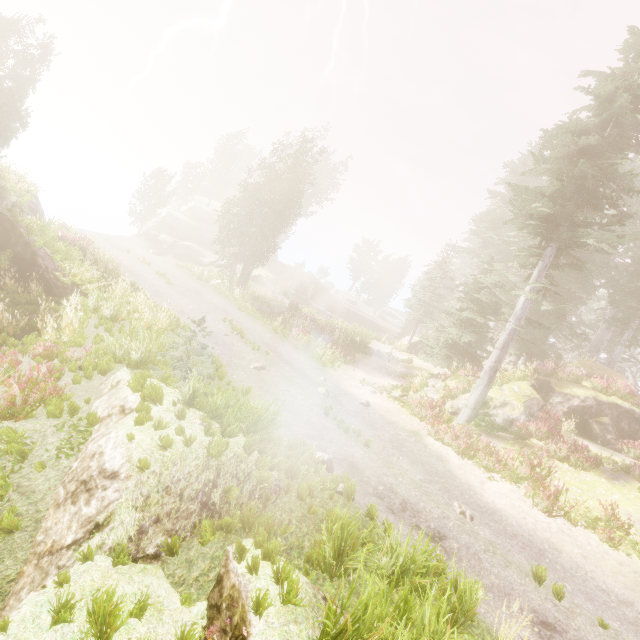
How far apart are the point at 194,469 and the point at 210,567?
1.3 meters

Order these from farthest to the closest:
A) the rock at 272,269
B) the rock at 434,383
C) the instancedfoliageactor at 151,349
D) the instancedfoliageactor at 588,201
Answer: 1. the rock at 272,269
2. the rock at 434,383
3. the instancedfoliageactor at 588,201
4. the instancedfoliageactor at 151,349

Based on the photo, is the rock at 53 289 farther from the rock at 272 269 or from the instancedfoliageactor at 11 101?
the rock at 272 269

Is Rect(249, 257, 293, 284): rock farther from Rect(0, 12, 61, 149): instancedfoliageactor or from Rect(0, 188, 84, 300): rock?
Rect(0, 188, 84, 300): rock

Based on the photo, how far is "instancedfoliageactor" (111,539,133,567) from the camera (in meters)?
4.05

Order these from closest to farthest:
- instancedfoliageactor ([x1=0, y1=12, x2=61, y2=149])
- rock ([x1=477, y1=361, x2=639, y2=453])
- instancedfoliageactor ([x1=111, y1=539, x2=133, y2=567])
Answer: instancedfoliageactor ([x1=111, y1=539, x2=133, y2=567]), rock ([x1=477, y1=361, x2=639, y2=453]), instancedfoliageactor ([x1=0, y1=12, x2=61, y2=149])

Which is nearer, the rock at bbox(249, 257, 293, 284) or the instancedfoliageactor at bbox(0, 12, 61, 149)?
the instancedfoliageactor at bbox(0, 12, 61, 149)

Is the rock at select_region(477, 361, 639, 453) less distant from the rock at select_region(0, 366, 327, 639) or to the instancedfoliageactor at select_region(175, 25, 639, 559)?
the instancedfoliageactor at select_region(175, 25, 639, 559)
